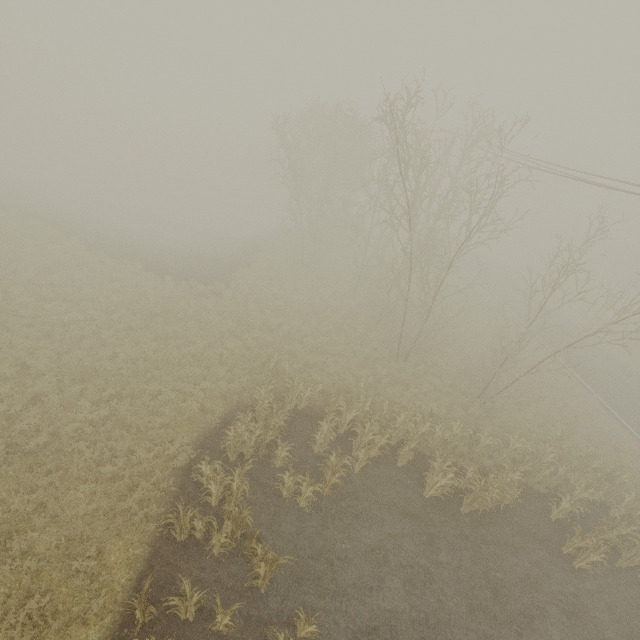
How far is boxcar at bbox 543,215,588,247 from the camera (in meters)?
52.72

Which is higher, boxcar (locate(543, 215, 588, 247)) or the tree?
boxcar (locate(543, 215, 588, 247))

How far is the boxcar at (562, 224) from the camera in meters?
52.7 m

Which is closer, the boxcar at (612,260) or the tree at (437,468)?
the tree at (437,468)

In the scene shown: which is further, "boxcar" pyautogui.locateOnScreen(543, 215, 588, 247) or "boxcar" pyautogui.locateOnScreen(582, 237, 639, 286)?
"boxcar" pyautogui.locateOnScreen(543, 215, 588, 247)

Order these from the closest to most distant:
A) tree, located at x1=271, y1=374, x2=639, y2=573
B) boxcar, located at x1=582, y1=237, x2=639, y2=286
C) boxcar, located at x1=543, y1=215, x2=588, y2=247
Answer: tree, located at x1=271, y1=374, x2=639, y2=573 → boxcar, located at x1=582, y1=237, x2=639, y2=286 → boxcar, located at x1=543, y1=215, x2=588, y2=247

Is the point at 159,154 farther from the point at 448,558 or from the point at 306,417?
the point at 448,558
